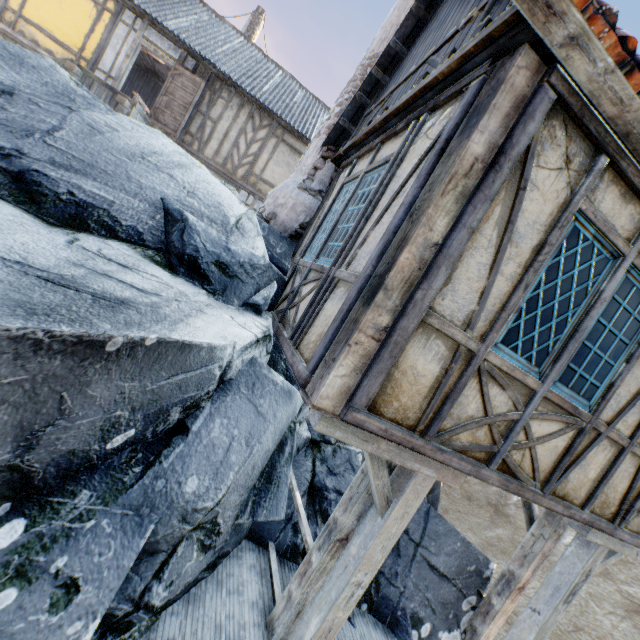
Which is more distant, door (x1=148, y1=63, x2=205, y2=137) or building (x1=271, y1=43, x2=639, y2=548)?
door (x1=148, y1=63, x2=205, y2=137)

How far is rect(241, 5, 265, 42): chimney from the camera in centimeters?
1680cm

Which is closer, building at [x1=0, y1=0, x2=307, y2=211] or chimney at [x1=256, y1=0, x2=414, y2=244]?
chimney at [x1=256, y1=0, x2=414, y2=244]

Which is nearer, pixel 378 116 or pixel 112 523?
pixel 112 523

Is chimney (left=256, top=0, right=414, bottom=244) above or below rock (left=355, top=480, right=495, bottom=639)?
above

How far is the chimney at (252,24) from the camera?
16.8m

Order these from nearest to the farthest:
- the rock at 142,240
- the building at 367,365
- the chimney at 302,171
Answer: the rock at 142,240 → the building at 367,365 → the chimney at 302,171

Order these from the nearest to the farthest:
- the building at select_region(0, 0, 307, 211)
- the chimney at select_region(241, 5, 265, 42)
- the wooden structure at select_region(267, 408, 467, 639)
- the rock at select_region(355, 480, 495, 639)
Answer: the wooden structure at select_region(267, 408, 467, 639)
the rock at select_region(355, 480, 495, 639)
the building at select_region(0, 0, 307, 211)
the chimney at select_region(241, 5, 265, 42)
